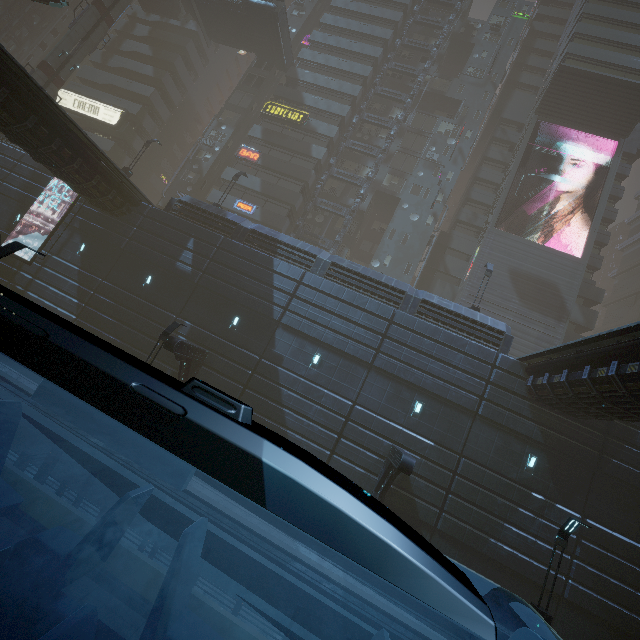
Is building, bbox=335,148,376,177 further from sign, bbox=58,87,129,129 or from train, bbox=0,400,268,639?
train, bbox=0,400,268,639

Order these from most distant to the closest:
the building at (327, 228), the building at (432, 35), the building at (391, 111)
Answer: the building at (432, 35) < the building at (391, 111) < the building at (327, 228)

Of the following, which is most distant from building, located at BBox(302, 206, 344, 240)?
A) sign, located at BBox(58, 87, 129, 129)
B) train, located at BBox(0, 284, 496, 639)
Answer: train, located at BBox(0, 284, 496, 639)

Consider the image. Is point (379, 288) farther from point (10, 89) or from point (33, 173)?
point (33, 173)

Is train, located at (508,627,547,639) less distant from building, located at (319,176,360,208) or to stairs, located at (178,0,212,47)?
building, located at (319,176,360,208)

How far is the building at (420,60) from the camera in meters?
39.6

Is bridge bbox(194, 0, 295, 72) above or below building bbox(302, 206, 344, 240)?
above

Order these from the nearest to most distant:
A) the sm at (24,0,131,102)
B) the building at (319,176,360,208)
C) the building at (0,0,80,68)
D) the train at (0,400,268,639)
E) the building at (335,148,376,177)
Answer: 1. the train at (0,400,268,639)
2. the sm at (24,0,131,102)
3. the building at (319,176,360,208)
4. the building at (335,148,376,177)
5. the building at (0,0,80,68)
